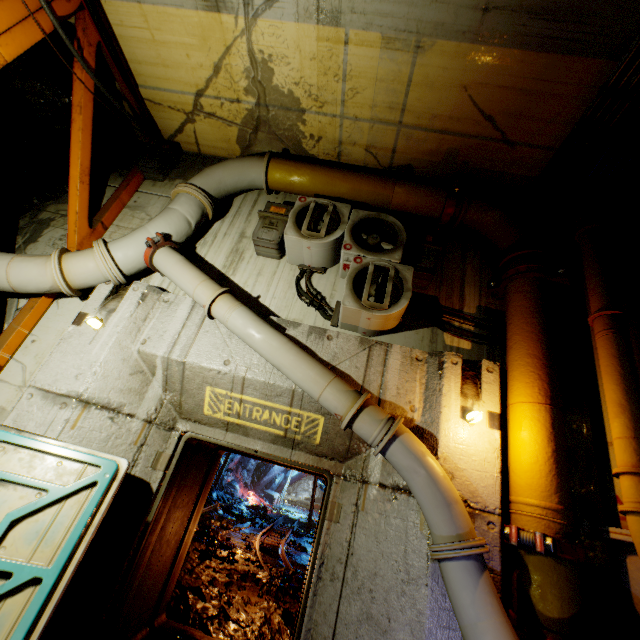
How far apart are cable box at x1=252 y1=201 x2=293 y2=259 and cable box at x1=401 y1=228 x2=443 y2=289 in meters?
1.7

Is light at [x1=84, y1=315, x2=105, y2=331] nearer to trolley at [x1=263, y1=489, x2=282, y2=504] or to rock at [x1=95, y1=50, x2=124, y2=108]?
rock at [x1=95, y1=50, x2=124, y2=108]

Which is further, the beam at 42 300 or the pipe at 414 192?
the beam at 42 300

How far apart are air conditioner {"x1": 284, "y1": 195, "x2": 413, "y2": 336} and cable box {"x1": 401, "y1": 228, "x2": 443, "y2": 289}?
0.2 meters

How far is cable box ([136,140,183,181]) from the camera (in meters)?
5.59

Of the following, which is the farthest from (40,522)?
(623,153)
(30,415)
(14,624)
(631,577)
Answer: (623,153)

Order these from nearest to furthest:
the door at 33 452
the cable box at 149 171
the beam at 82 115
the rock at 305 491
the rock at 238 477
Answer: the door at 33 452, the beam at 82 115, the cable box at 149 171, the rock at 238 477, the rock at 305 491

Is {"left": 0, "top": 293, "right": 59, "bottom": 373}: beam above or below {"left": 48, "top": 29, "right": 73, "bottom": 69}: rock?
below
